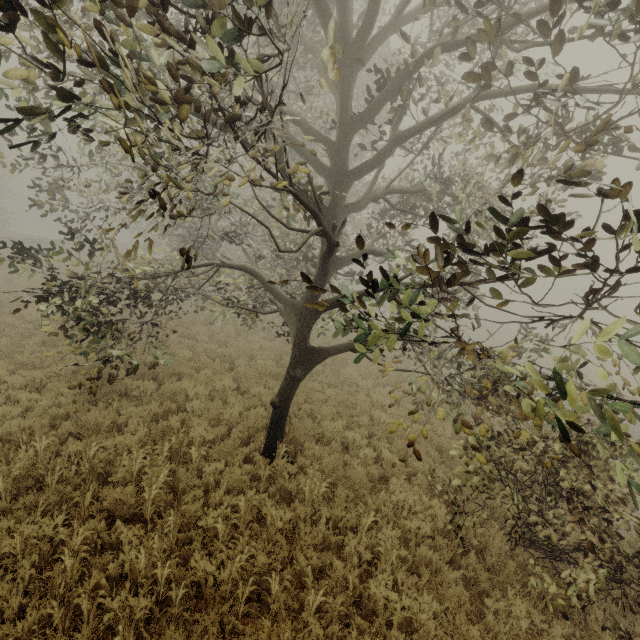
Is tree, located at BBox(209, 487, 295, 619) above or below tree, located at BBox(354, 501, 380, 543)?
below

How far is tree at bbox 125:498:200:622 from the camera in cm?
391

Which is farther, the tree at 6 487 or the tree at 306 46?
the tree at 6 487

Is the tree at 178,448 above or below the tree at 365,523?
below

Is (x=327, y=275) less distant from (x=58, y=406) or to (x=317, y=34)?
(x=317, y=34)
